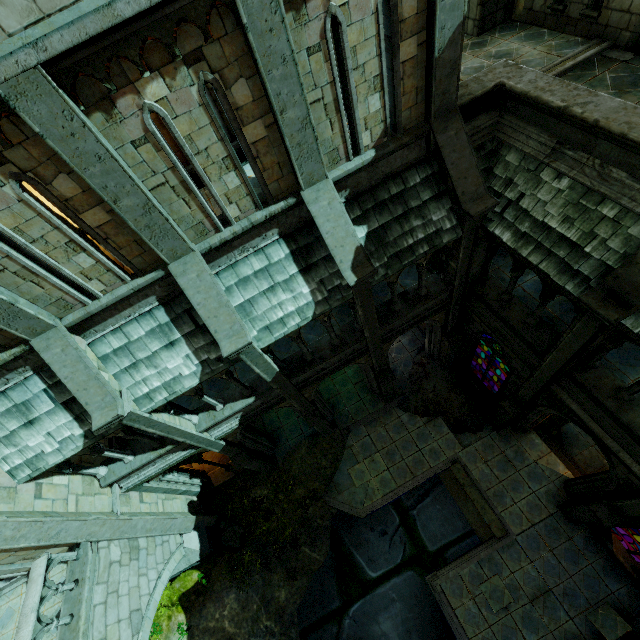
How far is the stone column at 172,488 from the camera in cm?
1129

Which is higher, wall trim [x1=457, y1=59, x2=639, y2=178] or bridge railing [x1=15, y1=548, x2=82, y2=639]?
wall trim [x1=457, y1=59, x2=639, y2=178]

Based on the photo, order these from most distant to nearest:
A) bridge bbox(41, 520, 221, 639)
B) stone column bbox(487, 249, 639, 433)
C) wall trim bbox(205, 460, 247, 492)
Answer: wall trim bbox(205, 460, 247, 492) → bridge bbox(41, 520, 221, 639) → stone column bbox(487, 249, 639, 433)

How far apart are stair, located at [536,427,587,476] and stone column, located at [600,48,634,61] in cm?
1216

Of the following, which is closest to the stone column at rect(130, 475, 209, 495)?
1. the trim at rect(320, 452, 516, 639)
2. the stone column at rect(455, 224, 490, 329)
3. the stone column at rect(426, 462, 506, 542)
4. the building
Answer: the building

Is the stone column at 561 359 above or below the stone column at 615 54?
below

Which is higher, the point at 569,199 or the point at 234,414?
the point at 569,199

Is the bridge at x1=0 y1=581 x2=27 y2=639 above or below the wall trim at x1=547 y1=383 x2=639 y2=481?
above
